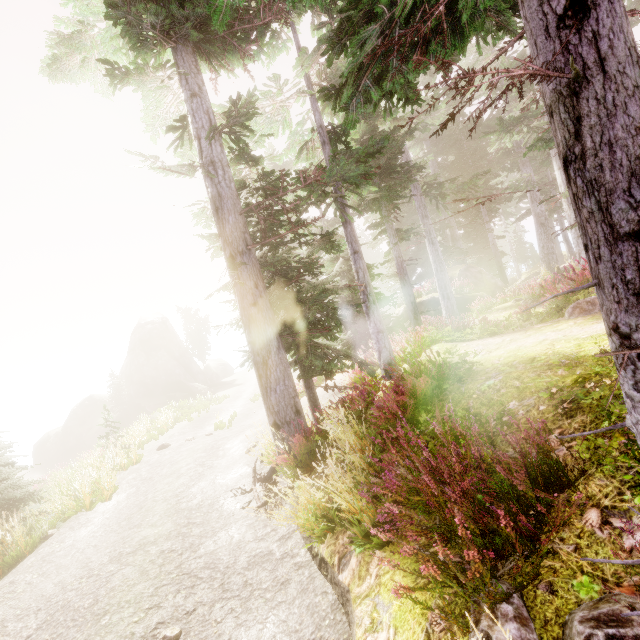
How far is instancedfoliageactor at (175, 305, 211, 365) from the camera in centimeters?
5194cm

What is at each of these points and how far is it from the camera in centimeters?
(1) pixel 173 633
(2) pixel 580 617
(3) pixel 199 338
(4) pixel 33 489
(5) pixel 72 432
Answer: (1) instancedfoliageactor, 411cm
(2) instancedfoliageactor, 190cm
(3) instancedfoliageactor, 5194cm
(4) instancedfoliageactor, 2120cm
(5) rock, 3681cm

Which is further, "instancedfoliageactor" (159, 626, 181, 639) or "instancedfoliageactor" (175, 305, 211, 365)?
"instancedfoliageactor" (175, 305, 211, 365)

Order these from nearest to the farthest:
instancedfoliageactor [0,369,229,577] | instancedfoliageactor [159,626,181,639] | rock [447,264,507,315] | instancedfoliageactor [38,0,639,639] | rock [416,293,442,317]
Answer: instancedfoliageactor [38,0,639,639], instancedfoliageactor [159,626,181,639], instancedfoliageactor [0,369,229,577], rock [447,264,507,315], rock [416,293,442,317]

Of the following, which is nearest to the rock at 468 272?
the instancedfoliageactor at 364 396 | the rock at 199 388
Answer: the instancedfoliageactor at 364 396

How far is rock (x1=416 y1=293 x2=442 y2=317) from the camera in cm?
2130

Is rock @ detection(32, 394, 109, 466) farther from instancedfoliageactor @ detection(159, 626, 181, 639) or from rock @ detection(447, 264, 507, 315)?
rock @ detection(447, 264, 507, 315)

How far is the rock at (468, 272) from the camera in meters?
20.2
